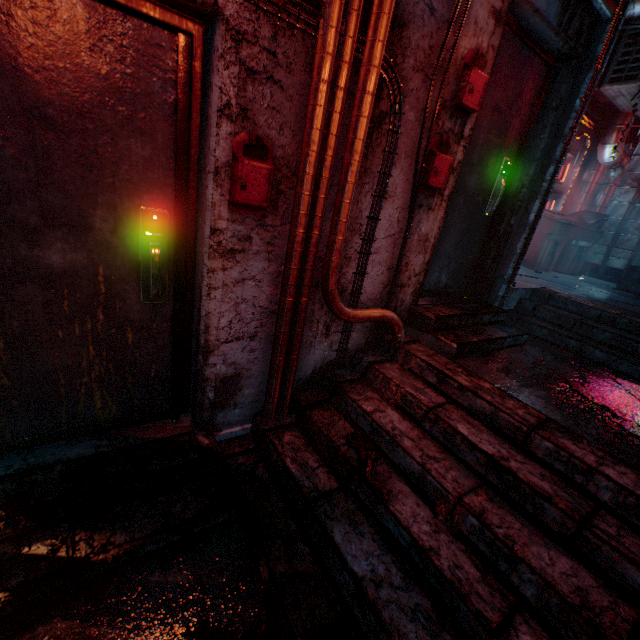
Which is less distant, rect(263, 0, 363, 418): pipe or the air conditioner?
rect(263, 0, 363, 418): pipe

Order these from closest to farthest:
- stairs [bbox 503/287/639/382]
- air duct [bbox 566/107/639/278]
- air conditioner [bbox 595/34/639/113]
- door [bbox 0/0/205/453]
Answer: door [bbox 0/0/205/453]
stairs [bbox 503/287/639/382]
air conditioner [bbox 595/34/639/113]
air duct [bbox 566/107/639/278]

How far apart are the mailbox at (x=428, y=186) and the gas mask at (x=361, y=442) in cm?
165

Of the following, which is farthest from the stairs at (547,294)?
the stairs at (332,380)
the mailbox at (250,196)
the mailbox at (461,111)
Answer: the mailbox at (250,196)

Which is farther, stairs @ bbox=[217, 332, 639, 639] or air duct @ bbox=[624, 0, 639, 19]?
air duct @ bbox=[624, 0, 639, 19]

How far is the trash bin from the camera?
5.6m

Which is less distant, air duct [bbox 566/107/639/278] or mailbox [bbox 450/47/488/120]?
mailbox [bbox 450/47/488/120]

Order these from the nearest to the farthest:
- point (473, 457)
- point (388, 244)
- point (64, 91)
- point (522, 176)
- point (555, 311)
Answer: point (64, 91) → point (473, 457) → point (388, 244) → point (522, 176) → point (555, 311)
